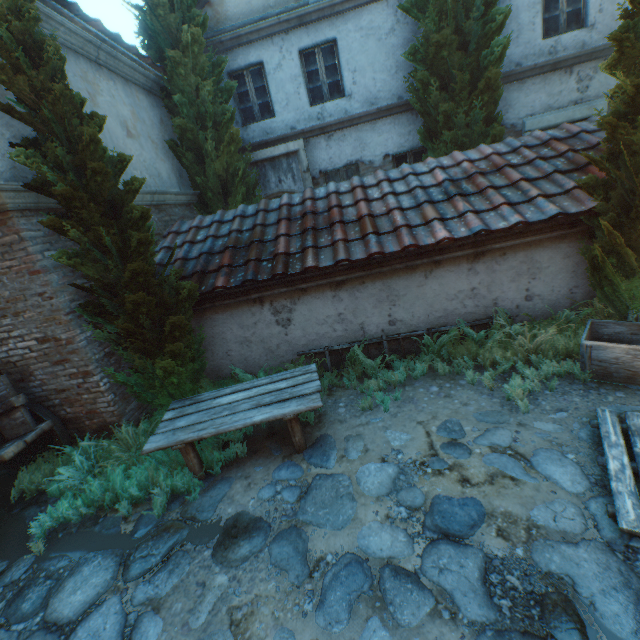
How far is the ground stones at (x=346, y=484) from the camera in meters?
3.3

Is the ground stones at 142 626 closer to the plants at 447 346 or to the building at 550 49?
the plants at 447 346

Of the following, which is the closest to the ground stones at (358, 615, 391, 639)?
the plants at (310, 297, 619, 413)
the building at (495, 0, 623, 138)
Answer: the plants at (310, 297, 619, 413)

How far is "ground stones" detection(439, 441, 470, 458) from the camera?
3.60m

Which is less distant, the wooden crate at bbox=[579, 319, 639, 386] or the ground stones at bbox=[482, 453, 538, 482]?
the ground stones at bbox=[482, 453, 538, 482]

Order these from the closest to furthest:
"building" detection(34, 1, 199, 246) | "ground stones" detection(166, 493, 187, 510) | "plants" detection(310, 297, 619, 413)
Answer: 1. "ground stones" detection(166, 493, 187, 510)
2. "plants" detection(310, 297, 619, 413)
3. "building" detection(34, 1, 199, 246)

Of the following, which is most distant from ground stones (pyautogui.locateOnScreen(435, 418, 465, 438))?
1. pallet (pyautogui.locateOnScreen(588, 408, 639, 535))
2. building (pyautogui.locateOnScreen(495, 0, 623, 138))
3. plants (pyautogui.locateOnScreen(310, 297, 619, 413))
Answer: building (pyautogui.locateOnScreen(495, 0, 623, 138))

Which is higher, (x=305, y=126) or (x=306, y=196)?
(x=305, y=126)
